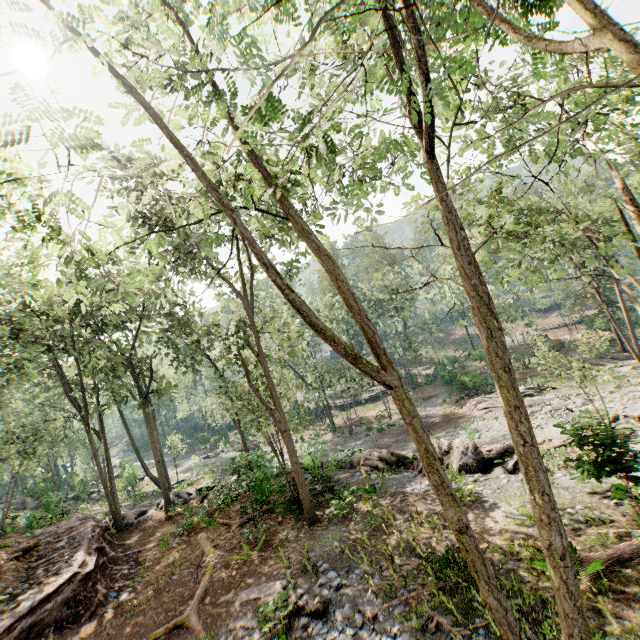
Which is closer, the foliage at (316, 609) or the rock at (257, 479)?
the foliage at (316, 609)

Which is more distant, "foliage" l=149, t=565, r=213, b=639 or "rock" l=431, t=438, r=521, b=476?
"rock" l=431, t=438, r=521, b=476

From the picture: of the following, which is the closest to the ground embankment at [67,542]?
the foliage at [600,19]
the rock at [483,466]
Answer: the foliage at [600,19]

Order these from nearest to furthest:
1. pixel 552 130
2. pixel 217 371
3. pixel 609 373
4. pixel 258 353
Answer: pixel 552 130, pixel 258 353, pixel 217 371, pixel 609 373

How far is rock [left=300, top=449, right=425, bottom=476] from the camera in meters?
17.5 m

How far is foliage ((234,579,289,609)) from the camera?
9.8m

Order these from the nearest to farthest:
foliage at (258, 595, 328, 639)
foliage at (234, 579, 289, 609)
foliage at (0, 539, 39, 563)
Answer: foliage at (258, 595, 328, 639)
foliage at (234, 579, 289, 609)
foliage at (0, 539, 39, 563)
